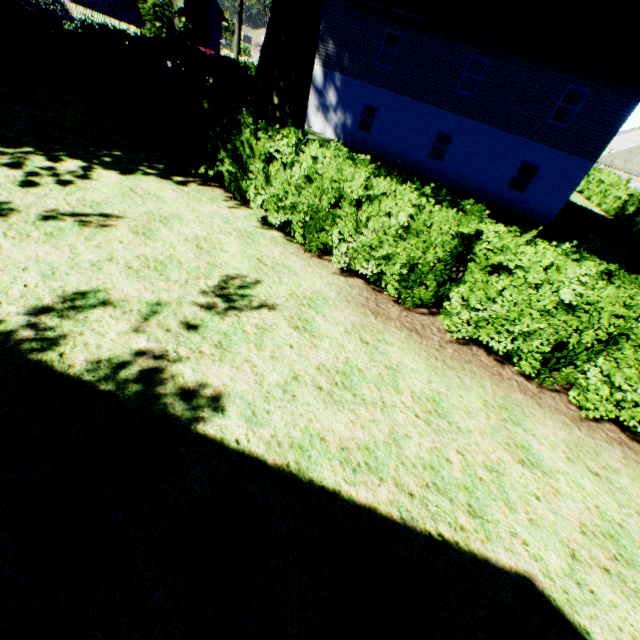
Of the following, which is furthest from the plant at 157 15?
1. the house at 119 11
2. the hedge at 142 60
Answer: the hedge at 142 60

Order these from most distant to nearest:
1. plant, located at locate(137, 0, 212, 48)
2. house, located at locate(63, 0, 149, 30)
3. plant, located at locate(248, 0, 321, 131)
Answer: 1. house, located at locate(63, 0, 149, 30)
2. plant, located at locate(137, 0, 212, 48)
3. plant, located at locate(248, 0, 321, 131)

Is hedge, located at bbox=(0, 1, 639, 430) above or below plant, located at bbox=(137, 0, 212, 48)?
below

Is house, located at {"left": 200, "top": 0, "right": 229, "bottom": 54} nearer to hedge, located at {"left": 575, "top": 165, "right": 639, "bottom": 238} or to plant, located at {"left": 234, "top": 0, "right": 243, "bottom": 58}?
plant, located at {"left": 234, "top": 0, "right": 243, "bottom": 58}

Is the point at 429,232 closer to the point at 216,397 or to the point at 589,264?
the point at 589,264

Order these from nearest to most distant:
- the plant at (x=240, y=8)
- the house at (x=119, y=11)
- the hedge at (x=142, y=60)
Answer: the hedge at (x=142, y=60), the plant at (x=240, y=8), the house at (x=119, y=11)

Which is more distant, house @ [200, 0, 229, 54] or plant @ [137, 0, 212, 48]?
house @ [200, 0, 229, 54]

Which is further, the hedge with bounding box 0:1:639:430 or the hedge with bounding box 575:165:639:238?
the hedge with bounding box 575:165:639:238
